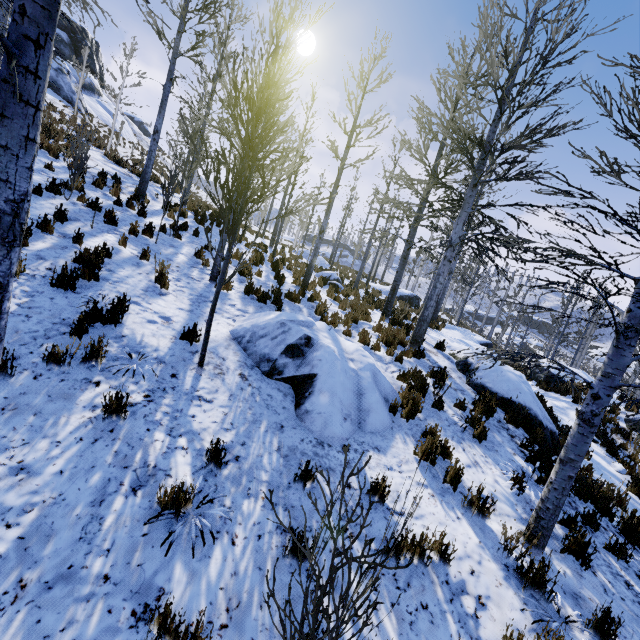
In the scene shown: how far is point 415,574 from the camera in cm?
336

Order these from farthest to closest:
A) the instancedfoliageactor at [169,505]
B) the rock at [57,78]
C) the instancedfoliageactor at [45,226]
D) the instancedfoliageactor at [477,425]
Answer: the rock at [57,78], the instancedfoliageactor at [45,226], the instancedfoliageactor at [477,425], the instancedfoliageactor at [169,505]

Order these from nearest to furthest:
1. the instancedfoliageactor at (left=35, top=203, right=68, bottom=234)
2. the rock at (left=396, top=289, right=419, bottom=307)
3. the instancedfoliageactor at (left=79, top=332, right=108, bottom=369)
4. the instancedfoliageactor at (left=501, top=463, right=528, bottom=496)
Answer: the instancedfoliageactor at (left=79, top=332, right=108, bottom=369), the instancedfoliageactor at (left=501, top=463, right=528, bottom=496), the instancedfoliageactor at (left=35, top=203, right=68, bottom=234), the rock at (left=396, top=289, right=419, bottom=307)

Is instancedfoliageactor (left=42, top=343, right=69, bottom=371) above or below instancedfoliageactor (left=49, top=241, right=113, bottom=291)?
below

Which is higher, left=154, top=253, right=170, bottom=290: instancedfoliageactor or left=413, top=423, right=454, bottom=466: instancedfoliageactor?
left=154, top=253, right=170, bottom=290: instancedfoliageactor

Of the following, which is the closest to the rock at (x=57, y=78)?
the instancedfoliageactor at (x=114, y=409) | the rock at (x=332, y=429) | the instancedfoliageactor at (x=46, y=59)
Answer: the instancedfoliageactor at (x=46, y=59)

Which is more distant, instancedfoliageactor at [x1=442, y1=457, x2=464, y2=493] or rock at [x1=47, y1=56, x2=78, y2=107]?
rock at [x1=47, y1=56, x2=78, y2=107]

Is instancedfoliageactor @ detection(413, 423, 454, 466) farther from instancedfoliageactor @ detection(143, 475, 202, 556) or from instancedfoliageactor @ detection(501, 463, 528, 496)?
instancedfoliageactor @ detection(143, 475, 202, 556)
